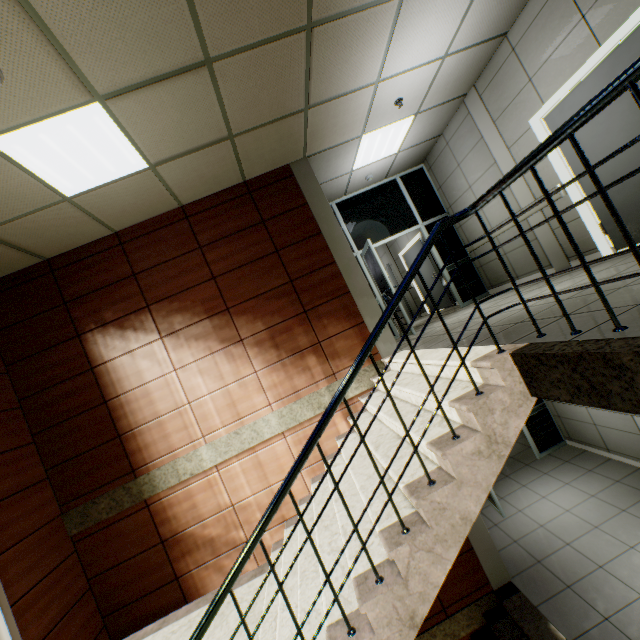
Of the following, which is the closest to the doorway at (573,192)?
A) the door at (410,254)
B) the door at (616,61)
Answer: the door at (616,61)

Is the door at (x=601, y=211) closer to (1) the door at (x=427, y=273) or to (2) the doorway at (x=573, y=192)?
(2) the doorway at (x=573, y=192)

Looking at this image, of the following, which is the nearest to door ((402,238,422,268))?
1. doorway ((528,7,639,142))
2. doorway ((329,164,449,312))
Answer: doorway ((329,164,449,312))

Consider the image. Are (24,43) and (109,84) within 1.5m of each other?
yes

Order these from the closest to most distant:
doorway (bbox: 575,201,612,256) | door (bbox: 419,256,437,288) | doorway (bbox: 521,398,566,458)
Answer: doorway (bbox: 575,201,612,256) < doorway (bbox: 521,398,566,458) < door (bbox: 419,256,437,288)

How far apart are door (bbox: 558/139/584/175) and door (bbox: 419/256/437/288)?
4.5m

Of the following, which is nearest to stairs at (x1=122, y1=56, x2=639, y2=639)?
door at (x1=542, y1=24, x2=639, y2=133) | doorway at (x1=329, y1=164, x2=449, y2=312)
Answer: doorway at (x1=329, y1=164, x2=449, y2=312)
